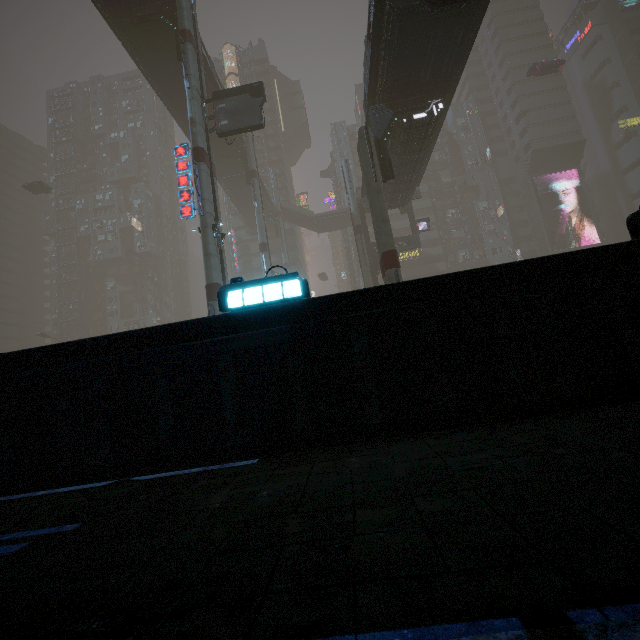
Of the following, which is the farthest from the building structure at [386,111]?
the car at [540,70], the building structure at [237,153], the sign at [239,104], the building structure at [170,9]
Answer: the car at [540,70]

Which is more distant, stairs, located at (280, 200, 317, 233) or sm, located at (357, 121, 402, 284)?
stairs, located at (280, 200, 317, 233)

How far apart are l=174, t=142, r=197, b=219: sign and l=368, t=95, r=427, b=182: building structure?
11.9m

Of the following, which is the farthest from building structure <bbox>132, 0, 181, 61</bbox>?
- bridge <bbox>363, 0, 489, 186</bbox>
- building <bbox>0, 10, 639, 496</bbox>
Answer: building <bbox>0, 10, 639, 496</bbox>

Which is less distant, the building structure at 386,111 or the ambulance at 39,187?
the building structure at 386,111

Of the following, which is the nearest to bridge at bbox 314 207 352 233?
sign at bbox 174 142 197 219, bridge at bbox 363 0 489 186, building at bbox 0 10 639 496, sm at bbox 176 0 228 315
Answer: building at bbox 0 10 639 496

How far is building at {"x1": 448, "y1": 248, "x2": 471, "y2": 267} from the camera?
58.56m

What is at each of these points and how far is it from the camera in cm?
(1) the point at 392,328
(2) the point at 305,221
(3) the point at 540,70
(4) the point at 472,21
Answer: (1) building, 420
(2) stairs, 5597
(3) car, 4341
(4) bridge, 1633
